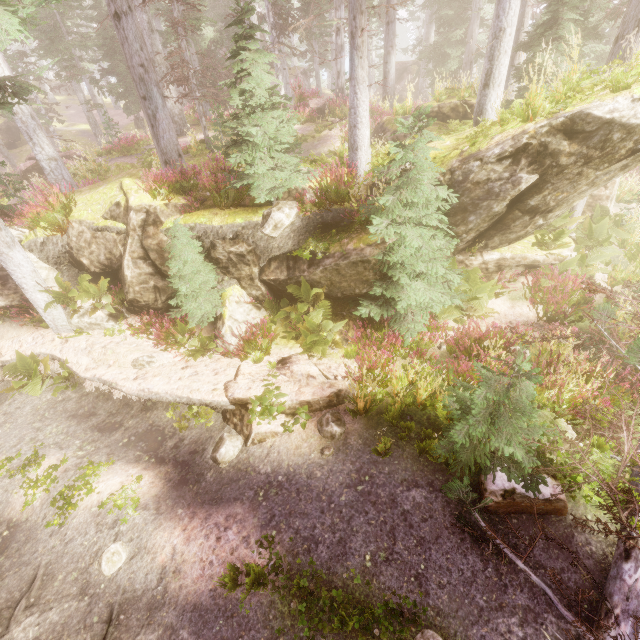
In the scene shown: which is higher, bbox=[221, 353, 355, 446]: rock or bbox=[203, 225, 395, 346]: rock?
bbox=[203, 225, 395, 346]: rock

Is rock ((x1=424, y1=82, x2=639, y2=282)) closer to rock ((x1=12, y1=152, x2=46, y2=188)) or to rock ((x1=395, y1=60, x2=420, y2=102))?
rock ((x1=12, y1=152, x2=46, y2=188))

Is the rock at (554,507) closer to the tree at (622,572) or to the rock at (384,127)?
the tree at (622,572)

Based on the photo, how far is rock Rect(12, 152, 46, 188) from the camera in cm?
1686

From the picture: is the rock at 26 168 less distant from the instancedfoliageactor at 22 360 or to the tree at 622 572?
the instancedfoliageactor at 22 360

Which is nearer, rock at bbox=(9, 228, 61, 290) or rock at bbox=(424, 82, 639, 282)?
rock at bbox=(424, 82, 639, 282)

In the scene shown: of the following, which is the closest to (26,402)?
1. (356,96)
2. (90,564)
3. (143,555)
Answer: (90,564)

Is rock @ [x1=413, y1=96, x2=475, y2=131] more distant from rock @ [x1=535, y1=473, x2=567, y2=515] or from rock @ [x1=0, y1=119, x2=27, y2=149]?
rock @ [x1=0, y1=119, x2=27, y2=149]
